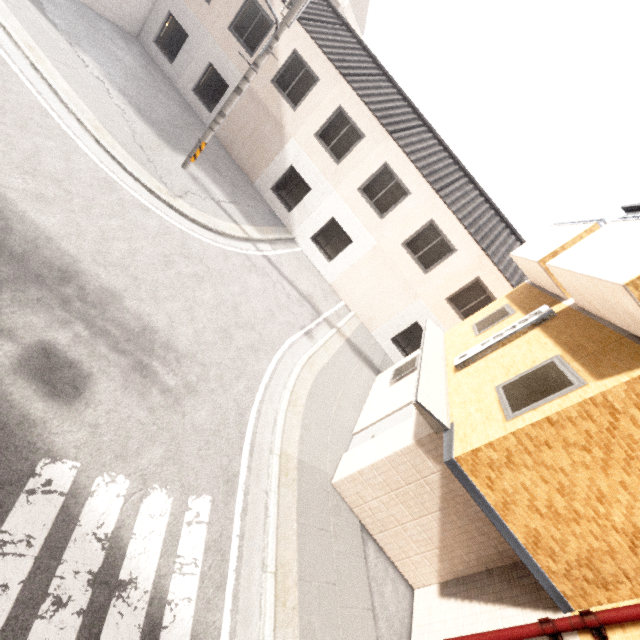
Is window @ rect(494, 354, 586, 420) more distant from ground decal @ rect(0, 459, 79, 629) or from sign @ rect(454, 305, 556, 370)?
ground decal @ rect(0, 459, 79, 629)

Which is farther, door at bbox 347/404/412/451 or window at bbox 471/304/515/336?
window at bbox 471/304/515/336

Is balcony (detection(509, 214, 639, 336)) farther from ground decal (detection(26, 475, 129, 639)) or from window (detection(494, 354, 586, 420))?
ground decal (detection(26, 475, 129, 639))

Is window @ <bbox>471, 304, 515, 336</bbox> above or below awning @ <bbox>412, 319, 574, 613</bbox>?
above

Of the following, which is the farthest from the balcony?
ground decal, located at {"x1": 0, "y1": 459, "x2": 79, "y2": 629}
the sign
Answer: ground decal, located at {"x1": 0, "y1": 459, "x2": 79, "y2": 629}

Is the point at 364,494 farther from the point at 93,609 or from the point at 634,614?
the point at 93,609

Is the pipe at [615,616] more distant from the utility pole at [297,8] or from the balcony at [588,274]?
the utility pole at [297,8]

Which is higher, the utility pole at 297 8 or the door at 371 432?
the utility pole at 297 8
